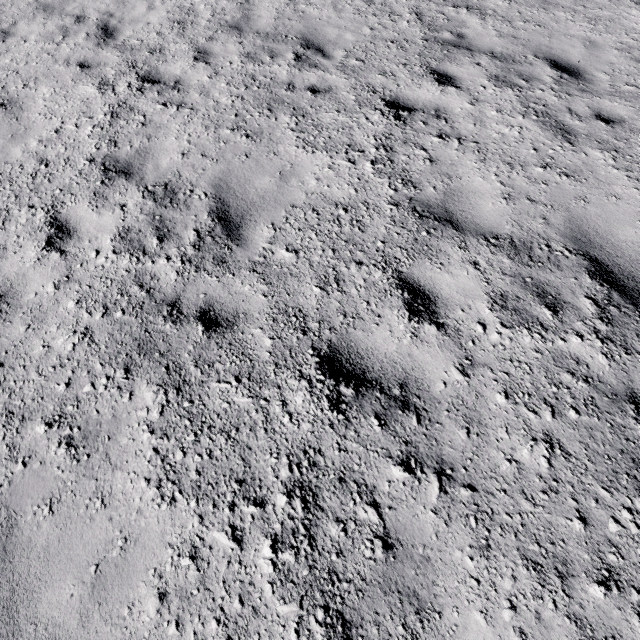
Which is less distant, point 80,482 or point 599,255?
point 80,482
